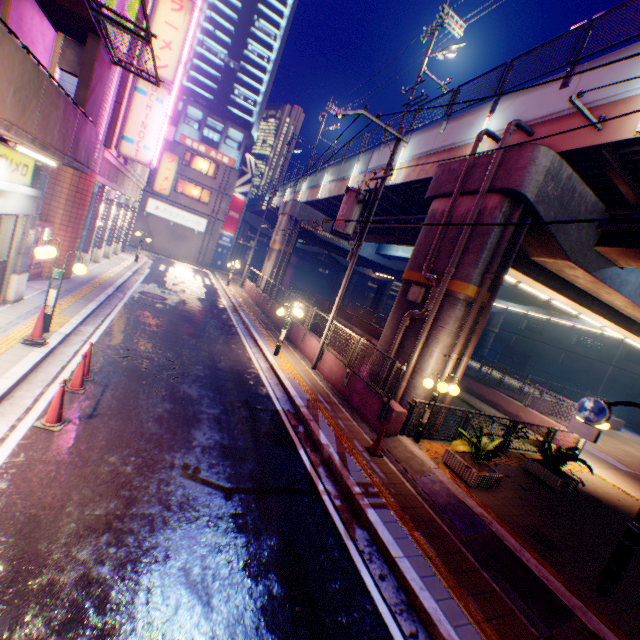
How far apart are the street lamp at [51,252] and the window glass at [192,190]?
31.6m

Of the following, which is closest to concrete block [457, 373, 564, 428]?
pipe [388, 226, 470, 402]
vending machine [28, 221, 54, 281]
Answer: pipe [388, 226, 470, 402]

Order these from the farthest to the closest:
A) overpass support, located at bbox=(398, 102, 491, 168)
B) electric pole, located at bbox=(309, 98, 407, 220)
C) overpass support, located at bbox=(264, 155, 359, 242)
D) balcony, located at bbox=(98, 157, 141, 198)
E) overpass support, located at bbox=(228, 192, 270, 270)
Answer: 1. overpass support, located at bbox=(228, 192, 270, 270)
2. overpass support, located at bbox=(264, 155, 359, 242)
3. balcony, located at bbox=(98, 157, 141, 198)
4. overpass support, located at bbox=(398, 102, 491, 168)
5. electric pole, located at bbox=(309, 98, 407, 220)

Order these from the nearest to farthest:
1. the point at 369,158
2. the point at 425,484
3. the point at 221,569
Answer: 1. the point at 221,569
2. the point at 425,484
3. the point at 369,158

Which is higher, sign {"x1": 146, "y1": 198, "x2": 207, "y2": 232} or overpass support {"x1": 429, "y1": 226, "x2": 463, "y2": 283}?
overpass support {"x1": 429, "y1": 226, "x2": 463, "y2": 283}

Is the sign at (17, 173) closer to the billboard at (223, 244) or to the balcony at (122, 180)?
the balcony at (122, 180)

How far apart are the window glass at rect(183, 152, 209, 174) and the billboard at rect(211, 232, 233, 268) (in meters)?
5.87

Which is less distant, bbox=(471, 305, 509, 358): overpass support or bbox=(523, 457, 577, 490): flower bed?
bbox=(523, 457, 577, 490): flower bed
